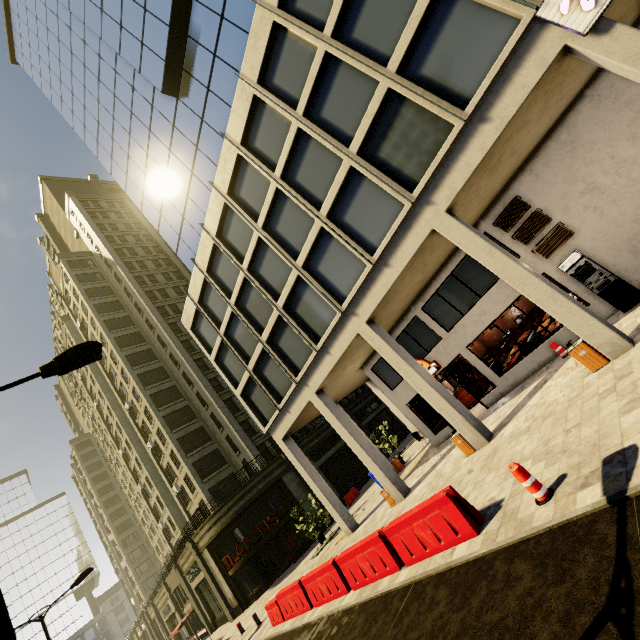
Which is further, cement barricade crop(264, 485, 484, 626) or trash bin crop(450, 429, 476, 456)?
trash bin crop(450, 429, 476, 456)

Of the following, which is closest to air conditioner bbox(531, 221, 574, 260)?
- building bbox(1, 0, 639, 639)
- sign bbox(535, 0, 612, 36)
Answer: building bbox(1, 0, 639, 639)

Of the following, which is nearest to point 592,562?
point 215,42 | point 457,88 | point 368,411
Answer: point 457,88

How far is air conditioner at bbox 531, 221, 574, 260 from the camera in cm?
1169

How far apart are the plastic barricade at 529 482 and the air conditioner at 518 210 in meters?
9.9

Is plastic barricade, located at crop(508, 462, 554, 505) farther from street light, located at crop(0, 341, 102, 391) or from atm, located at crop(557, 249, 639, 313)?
atm, located at crop(557, 249, 639, 313)

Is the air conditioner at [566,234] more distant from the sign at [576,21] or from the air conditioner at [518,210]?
the sign at [576,21]

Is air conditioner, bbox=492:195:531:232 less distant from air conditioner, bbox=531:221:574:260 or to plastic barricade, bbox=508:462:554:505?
air conditioner, bbox=531:221:574:260
